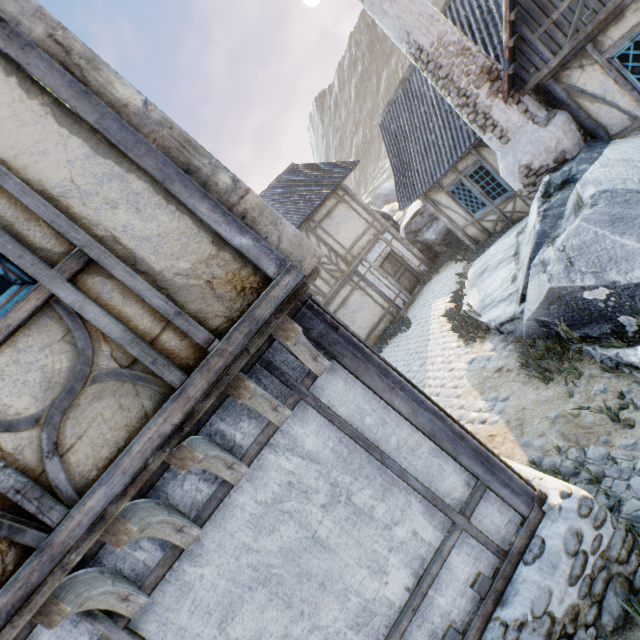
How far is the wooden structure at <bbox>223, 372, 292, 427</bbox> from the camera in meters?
2.1 m

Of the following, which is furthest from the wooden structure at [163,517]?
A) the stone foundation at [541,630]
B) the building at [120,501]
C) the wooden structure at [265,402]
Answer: the stone foundation at [541,630]

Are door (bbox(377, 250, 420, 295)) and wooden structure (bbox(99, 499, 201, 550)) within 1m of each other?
no

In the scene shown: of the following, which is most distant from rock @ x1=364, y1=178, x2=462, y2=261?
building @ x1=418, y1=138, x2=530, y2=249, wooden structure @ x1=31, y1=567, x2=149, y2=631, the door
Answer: wooden structure @ x1=31, y1=567, x2=149, y2=631

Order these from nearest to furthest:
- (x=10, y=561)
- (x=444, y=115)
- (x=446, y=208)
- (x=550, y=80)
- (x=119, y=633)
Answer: (x=10, y=561)
(x=119, y=633)
(x=550, y=80)
(x=444, y=115)
(x=446, y=208)

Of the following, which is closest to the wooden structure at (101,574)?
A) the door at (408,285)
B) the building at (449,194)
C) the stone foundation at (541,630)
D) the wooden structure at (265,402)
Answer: the wooden structure at (265,402)

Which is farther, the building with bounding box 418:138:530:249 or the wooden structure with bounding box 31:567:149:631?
the building with bounding box 418:138:530:249

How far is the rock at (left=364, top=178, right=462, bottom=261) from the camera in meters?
14.2 m
